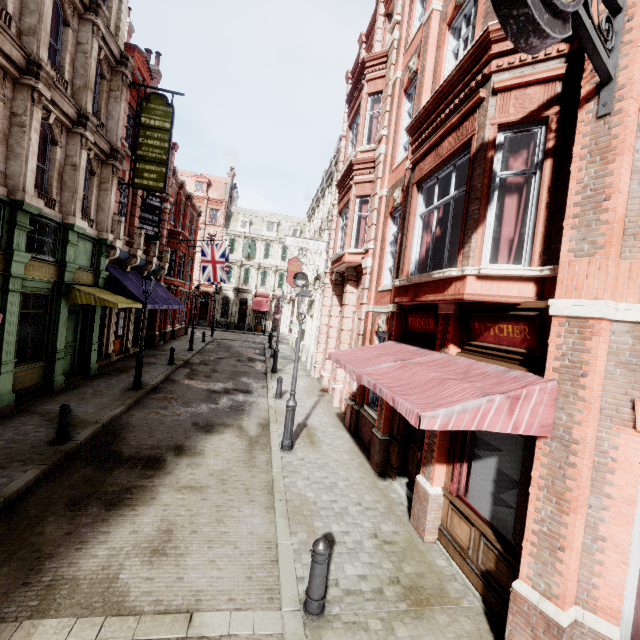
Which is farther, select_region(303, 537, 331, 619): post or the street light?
the street light

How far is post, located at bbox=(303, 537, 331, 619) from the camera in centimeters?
427cm

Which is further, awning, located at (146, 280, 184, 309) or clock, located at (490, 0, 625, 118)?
awning, located at (146, 280, 184, 309)

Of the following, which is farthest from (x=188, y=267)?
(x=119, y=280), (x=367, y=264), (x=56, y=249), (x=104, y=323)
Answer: (x=367, y=264)

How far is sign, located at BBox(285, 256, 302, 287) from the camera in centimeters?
2650cm

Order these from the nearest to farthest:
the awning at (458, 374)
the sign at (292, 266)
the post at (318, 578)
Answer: the awning at (458, 374), the post at (318, 578), the sign at (292, 266)

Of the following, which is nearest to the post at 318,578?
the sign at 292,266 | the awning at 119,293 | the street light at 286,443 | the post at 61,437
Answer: the street light at 286,443

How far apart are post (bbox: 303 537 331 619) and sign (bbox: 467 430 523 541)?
2.59m
